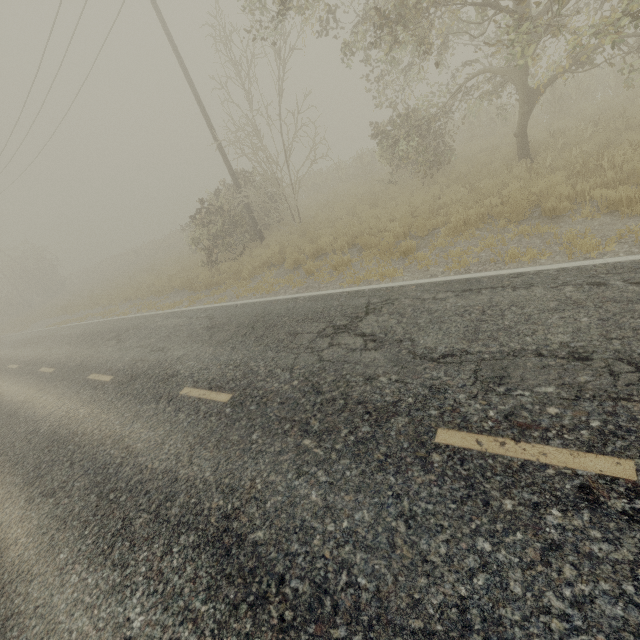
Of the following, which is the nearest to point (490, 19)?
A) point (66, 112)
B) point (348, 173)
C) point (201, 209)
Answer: point (201, 209)
